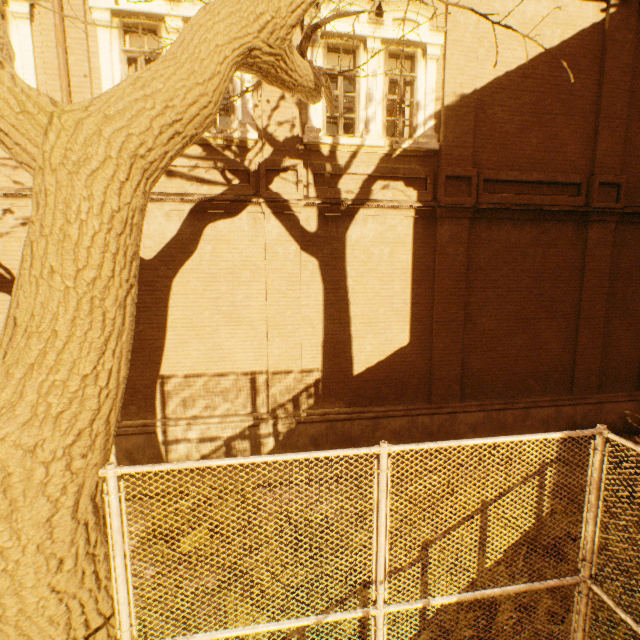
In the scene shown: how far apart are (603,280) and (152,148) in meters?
10.4
